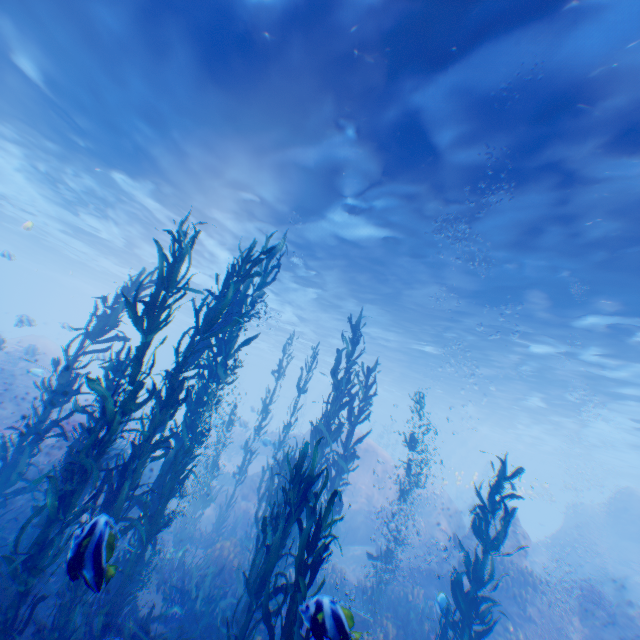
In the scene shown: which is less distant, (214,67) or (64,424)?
(214,67)

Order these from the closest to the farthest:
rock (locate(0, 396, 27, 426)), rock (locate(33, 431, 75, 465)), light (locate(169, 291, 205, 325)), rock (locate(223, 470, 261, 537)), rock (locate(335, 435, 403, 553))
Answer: rock (locate(33, 431, 75, 465)) → rock (locate(223, 470, 261, 537)) → rock (locate(0, 396, 27, 426)) → rock (locate(335, 435, 403, 553)) → light (locate(169, 291, 205, 325))

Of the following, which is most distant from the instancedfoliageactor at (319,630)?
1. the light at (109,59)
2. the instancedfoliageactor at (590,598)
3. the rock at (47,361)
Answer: the light at (109,59)

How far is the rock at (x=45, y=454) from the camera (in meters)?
10.53

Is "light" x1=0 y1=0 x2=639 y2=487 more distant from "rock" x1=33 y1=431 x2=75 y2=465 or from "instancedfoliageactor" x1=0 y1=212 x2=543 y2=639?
"instancedfoliageactor" x1=0 y1=212 x2=543 y2=639

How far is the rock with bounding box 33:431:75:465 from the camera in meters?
10.5

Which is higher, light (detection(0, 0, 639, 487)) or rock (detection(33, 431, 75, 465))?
light (detection(0, 0, 639, 487))

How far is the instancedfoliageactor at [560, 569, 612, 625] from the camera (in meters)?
10.59
